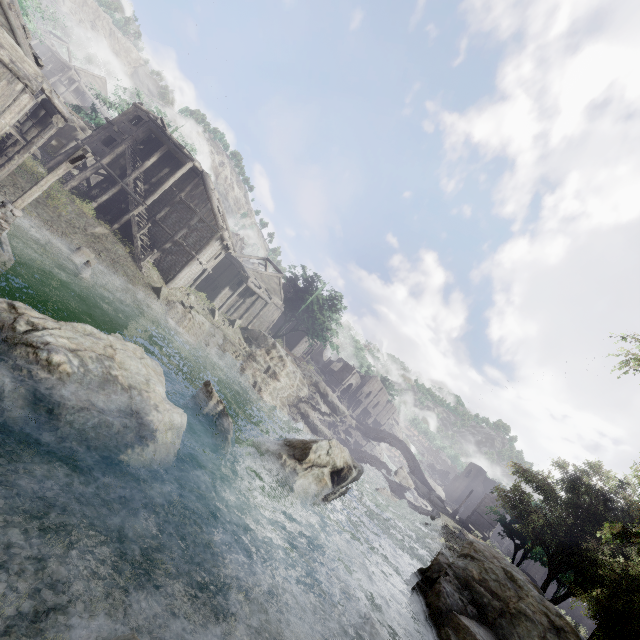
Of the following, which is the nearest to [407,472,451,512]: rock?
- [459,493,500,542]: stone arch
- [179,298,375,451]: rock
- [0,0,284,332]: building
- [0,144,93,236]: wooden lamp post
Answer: [459,493,500,542]: stone arch

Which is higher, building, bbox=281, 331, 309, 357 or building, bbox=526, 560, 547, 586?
building, bbox=526, 560, 547, 586

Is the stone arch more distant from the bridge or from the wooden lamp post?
the wooden lamp post

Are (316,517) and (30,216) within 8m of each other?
no

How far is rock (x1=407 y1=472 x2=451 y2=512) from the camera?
45.91m

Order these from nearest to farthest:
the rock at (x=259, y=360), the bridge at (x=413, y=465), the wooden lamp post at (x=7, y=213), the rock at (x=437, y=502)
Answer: the wooden lamp post at (x=7, y=213), the rock at (x=259, y=360), the rock at (x=437, y=502), the bridge at (x=413, y=465)

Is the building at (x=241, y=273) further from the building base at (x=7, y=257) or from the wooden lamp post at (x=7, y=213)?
the wooden lamp post at (x=7, y=213)

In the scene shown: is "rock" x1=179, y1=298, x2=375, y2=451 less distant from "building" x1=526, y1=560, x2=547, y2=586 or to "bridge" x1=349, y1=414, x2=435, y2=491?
"building" x1=526, y1=560, x2=547, y2=586
